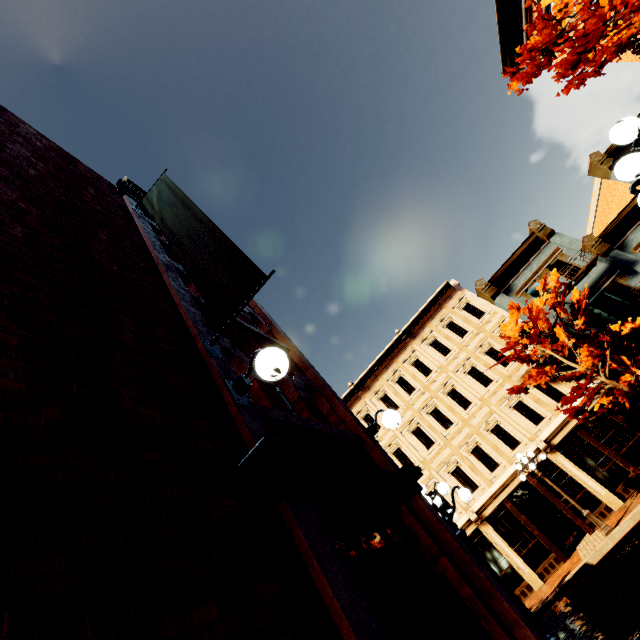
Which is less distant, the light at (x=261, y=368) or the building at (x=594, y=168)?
the light at (x=261, y=368)

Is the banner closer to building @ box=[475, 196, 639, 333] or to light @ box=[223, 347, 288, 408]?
light @ box=[223, 347, 288, 408]

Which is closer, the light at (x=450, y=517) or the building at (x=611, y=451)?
the building at (x=611, y=451)

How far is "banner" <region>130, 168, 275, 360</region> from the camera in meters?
3.5 m

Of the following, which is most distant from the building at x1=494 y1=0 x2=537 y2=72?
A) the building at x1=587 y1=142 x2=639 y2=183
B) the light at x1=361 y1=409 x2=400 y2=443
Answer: the light at x1=361 y1=409 x2=400 y2=443

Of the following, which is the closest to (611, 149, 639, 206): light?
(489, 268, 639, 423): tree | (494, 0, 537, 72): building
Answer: (489, 268, 639, 423): tree

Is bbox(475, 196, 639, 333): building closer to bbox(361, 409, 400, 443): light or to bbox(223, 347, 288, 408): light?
bbox(361, 409, 400, 443): light

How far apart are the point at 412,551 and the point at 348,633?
2.47m
